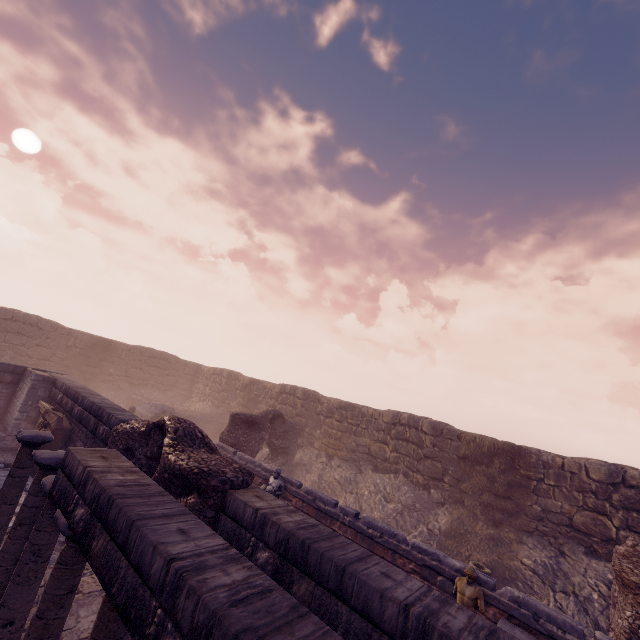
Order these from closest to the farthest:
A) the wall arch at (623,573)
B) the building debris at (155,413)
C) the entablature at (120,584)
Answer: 1. the entablature at (120,584)
2. the wall arch at (623,573)
3. the building debris at (155,413)

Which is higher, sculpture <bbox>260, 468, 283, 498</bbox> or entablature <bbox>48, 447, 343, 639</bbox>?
entablature <bbox>48, 447, 343, 639</bbox>

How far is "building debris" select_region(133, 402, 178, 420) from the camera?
18.2m

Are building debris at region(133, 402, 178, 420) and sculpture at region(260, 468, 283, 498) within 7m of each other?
no

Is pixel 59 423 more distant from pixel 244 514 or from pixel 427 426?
pixel 427 426

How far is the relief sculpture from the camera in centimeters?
1043cm

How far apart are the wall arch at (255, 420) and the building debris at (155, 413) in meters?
5.5 m

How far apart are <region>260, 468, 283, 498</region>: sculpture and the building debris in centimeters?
1011cm
